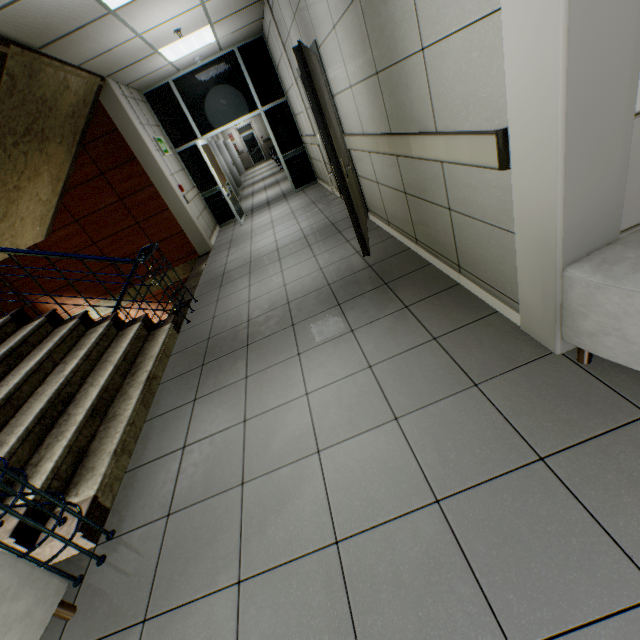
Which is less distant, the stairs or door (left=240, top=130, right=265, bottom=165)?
the stairs

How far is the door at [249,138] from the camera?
21.6m

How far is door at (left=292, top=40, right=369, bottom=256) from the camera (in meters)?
2.85

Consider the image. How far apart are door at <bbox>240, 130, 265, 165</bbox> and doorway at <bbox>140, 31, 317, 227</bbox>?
16.0m

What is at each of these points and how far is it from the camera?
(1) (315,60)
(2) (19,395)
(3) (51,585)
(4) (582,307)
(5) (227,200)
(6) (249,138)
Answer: (1) door, 3.6 meters
(2) stairs, 2.8 meters
(3) sofa, 1.6 meters
(4) sofa, 1.5 meters
(5) doorway, 7.6 meters
(6) door, 21.7 meters

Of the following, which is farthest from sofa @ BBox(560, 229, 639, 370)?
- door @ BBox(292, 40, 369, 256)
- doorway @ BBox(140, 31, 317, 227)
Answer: doorway @ BBox(140, 31, 317, 227)

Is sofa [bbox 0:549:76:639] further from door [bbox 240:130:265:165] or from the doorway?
door [bbox 240:130:265:165]

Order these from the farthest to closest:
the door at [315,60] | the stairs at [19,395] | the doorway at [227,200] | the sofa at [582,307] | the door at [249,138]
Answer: the door at [249,138]
the doorway at [227,200]
the door at [315,60]
the stairs at [19,395]
the sofa at [582,307]
